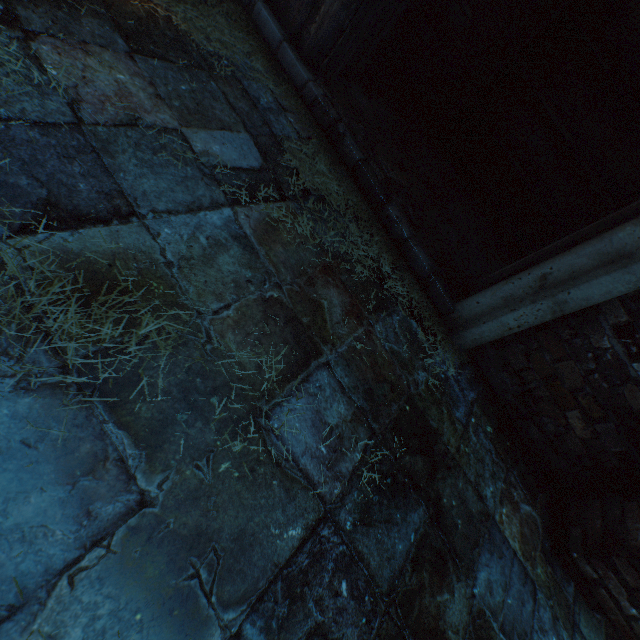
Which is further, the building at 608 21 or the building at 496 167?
the building at 496 167

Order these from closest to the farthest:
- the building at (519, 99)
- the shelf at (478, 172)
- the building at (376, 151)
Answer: the building at (376, 151), the shelf at (478, 172), the building at (519, 99)

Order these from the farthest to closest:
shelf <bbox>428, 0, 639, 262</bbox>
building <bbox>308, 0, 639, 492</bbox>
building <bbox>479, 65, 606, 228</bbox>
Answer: building <bbox>479, 65, 606, 228</bbox> → shelf <bbox>428, 0, 639, 262</bbox> → building <bbox>308, 0, 639, 492</bbox>

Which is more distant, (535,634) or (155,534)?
(535,634)

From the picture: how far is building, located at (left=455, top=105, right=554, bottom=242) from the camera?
4.0m

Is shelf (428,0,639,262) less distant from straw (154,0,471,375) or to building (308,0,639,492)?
building (308,0,639,492)

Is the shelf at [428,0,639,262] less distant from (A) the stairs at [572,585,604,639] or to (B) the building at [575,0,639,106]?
(B) the building at [575,0,639,106]
